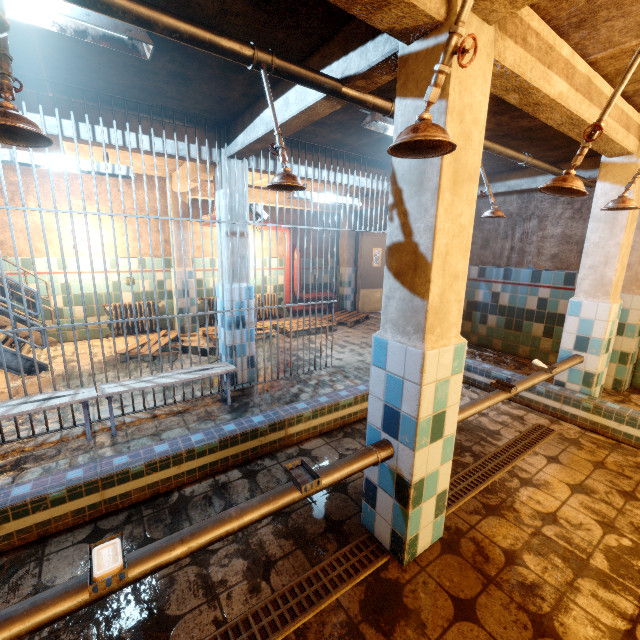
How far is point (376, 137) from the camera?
3.7 meters

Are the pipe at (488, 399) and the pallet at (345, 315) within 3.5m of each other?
no

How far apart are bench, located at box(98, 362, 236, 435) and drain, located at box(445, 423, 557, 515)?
2.2m

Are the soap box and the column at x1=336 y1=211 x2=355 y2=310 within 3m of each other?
no

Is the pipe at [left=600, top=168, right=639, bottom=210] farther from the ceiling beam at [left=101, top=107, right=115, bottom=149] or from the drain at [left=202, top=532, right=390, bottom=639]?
the ceiling beam at [left=101, top=107, right=115, bottom=149]

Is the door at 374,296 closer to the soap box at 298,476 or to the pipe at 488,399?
the pipe at 488,399

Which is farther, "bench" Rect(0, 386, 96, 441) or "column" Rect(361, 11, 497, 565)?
"bench" Rect(0, 386, 96, 441)

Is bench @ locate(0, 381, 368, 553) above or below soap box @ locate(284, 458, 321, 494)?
below
